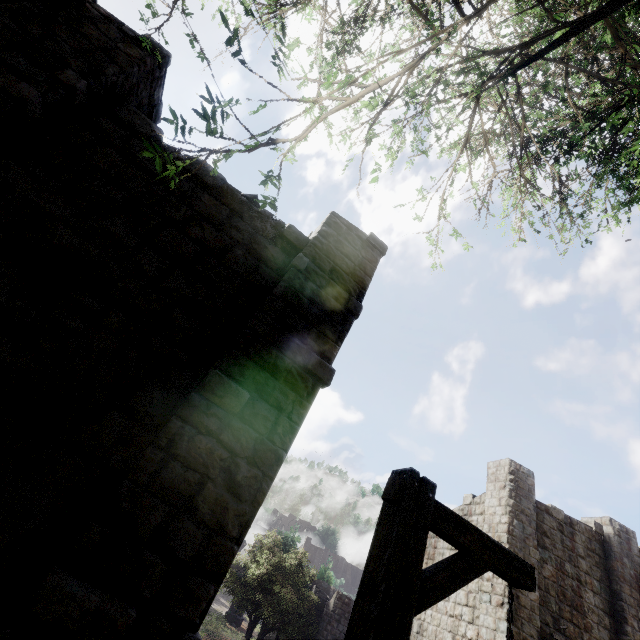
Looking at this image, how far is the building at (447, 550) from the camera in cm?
1497

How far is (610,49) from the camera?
2.6m

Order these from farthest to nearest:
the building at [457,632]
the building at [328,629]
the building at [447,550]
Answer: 1. the building at [328,629]
2. the building at [447,550]
3. the building at [457,632]

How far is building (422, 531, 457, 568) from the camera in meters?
15.0 m

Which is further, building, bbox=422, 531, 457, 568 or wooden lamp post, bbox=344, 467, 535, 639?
building, bbox=422, 531, 457, 568

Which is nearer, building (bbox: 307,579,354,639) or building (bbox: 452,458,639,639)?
building (bbox: 452,458,639,639)

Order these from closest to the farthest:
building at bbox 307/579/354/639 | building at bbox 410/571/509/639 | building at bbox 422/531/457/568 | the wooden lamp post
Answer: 1. the wooden lamp post
2. building at bbox 410/571/509/639
3. building at bbox 422/531/457/568
4. building at bbox 307/579/354/639
